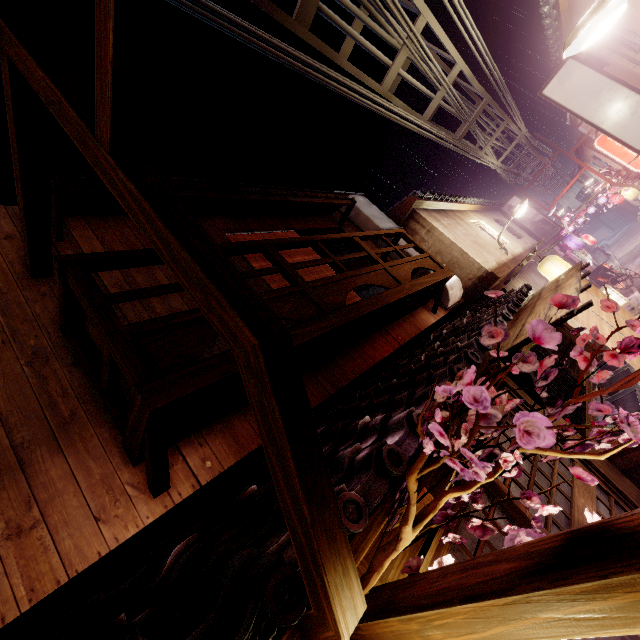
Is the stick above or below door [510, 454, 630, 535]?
above

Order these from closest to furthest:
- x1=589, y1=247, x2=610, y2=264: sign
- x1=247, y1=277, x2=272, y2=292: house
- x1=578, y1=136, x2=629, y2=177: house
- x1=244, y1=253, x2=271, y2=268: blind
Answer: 1. x1=247, y1=277, x2=272, y2=292: house
2. x1=244, y1=253, x2=271, y2=268: blind
3. x1=578, y1=136, x2=629, y2=177: house
4. x1=589, y1=247, x2=610, y2=264: sign

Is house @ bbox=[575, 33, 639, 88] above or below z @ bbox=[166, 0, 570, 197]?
below

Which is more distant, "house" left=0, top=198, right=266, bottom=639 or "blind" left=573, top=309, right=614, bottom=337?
"blind" left=573, top=309, right=614, bottom=337

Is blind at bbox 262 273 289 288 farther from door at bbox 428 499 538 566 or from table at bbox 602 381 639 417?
table at bbox 602 381 639 417

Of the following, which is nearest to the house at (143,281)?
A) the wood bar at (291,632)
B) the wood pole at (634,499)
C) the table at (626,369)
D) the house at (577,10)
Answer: the wood bar at (291,632)

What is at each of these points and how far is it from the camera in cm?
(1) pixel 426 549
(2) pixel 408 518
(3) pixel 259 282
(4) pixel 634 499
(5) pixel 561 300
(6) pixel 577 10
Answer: (1) door frame, 432
(2) plant, 303
(3) house, 962
(4) wood pole, 735
(5) plant, 288
(6) house, 1295

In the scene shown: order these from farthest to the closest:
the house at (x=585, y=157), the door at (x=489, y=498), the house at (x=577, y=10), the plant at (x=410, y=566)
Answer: the house at (x=585, y=157) → the house at (x=577, y=10) → the door at (x=489, y=498) → the plant at (x=410, y=566)
